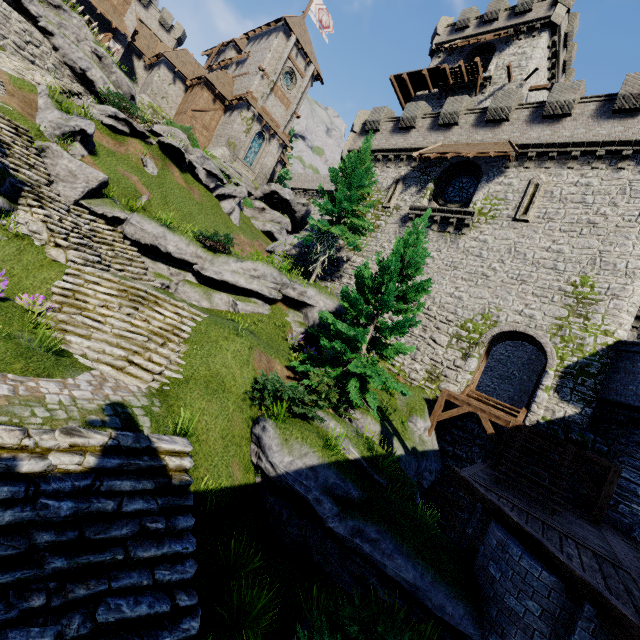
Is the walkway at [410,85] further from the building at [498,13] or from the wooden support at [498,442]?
the wooden support at [498,442]

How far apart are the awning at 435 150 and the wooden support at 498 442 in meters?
13.1

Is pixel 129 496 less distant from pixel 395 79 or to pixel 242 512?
pixel 242 512

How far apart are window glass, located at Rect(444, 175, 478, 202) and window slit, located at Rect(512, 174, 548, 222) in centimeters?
282cm

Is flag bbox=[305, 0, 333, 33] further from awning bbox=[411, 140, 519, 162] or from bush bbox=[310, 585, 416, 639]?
bush bbox=[310, 585, 416, 639]

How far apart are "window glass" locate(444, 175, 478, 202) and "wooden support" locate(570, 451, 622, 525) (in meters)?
14.93

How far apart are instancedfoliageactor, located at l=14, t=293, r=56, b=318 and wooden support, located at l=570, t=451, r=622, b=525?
17.0 meters

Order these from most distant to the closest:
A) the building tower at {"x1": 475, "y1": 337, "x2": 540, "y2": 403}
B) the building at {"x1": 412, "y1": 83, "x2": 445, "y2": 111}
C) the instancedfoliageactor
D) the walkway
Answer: the building tower at {"x1": 475, "y1": 337, "x2": 540, "y2": 403}, the building at {"x1": 412, "y1": 83, "x2": 445, "y2": 111}, the walkway, the instancedfoliageactor
